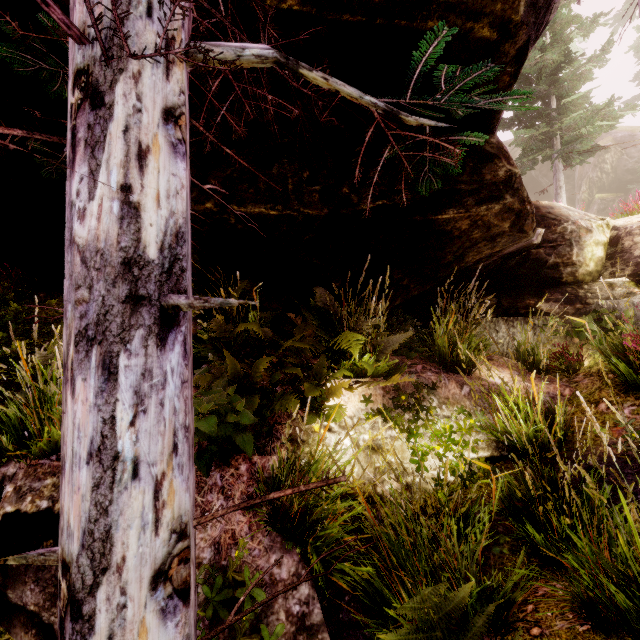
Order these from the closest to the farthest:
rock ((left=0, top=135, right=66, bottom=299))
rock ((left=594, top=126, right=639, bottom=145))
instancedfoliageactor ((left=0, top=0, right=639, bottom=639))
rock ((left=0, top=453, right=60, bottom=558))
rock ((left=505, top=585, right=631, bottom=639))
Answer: instancedfoliageactor ((left=0, top=0, right=639, bottom=639))
rock ((left=505, top=585, right=631, bottom=639))
rock ((left=0, top=453, right=60, bottom=558))
rock ((left=0, top=135, right=66, bottom=299))
rock ((left=594, top=126, right=639, bottom=145))

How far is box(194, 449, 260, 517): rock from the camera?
2.6 meters

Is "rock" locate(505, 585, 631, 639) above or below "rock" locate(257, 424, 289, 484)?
below

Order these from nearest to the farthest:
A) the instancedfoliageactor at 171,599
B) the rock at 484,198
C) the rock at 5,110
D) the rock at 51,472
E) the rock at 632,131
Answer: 1. the instancedfoliageactor at 171,599
2. the rock at 51,472
3. the rock at 5,110
4. the rock at 484,198
5. the rock at 632,131

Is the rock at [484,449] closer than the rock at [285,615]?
No

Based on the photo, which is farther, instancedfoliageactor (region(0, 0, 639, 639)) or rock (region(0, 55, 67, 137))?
rock (region(0, 55, 67, 137))

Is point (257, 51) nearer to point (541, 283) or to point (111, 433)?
point (111, 433)
